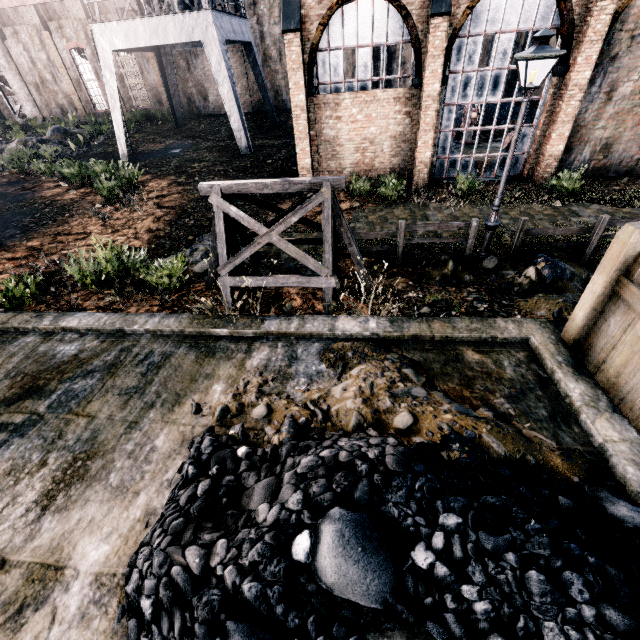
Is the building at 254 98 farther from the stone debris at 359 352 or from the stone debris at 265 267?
the stone debris at 359 352

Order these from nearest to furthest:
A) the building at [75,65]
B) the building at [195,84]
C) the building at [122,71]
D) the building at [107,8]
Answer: the building at [107,8]
the building at [75,65]
the building at [195,84]
the building at [122,71]

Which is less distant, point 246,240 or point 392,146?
point 246,240

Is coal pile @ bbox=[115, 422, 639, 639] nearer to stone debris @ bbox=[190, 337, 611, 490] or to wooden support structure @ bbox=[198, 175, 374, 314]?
stone debris @ bbox=[190, 337, 611, 490]

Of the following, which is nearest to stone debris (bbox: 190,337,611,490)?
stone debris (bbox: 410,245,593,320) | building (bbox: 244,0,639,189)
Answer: stone debris (bbox: 410,245,593,320)

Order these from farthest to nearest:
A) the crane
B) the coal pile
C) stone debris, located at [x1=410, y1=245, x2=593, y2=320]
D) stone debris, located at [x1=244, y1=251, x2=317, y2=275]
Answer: the crane
stone debris, located at [x1=244, y1=251, x2=317, y2=275]
stone debris, located at [x1=410, y1=245, x2=593, y2=320]
the coal pile

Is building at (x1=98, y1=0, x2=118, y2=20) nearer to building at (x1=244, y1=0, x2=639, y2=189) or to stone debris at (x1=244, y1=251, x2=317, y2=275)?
building at (x1=244, y1=0, x2=639, y2=189)

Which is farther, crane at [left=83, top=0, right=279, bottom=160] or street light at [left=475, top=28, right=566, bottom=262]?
crane at [left=83, top=0, right=279, bottom=160]
